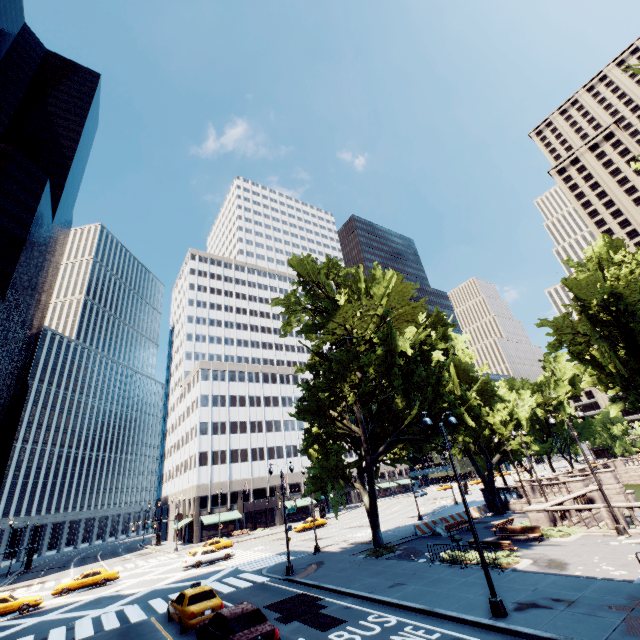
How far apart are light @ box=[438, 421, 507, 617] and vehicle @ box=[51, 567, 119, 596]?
35.9m

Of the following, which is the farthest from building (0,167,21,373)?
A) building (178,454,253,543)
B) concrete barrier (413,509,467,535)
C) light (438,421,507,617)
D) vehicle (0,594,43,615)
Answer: light (438,421,507,617)

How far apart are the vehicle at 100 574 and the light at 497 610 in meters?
35.9 m

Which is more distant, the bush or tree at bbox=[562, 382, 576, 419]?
tree at bbox=[562, 382, 576, 419]

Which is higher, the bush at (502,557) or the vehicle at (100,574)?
the vehicle at (100,574)

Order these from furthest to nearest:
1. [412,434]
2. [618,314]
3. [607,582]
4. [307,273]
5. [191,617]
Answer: [307,273] < [412,434] < [618,314] < [191,617] < [607,582]

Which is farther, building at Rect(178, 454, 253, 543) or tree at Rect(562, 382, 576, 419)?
tree at Rect(562, 382, 576, 419)

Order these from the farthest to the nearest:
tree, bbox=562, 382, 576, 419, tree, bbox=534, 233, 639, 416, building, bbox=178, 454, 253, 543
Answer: tree, bbox=562, 382, 576, 419 → building, bbox=178, 454, 253, 543 → tree, bbox=534, 233, 639, 416
